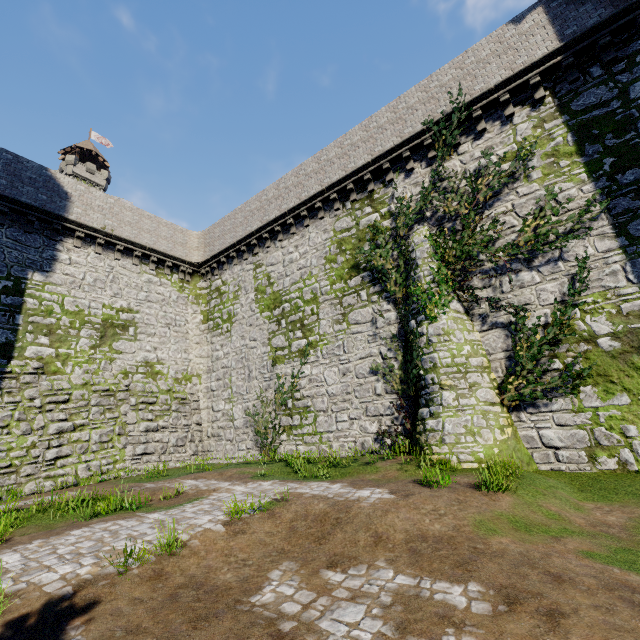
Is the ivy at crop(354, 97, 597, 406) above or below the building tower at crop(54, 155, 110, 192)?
below

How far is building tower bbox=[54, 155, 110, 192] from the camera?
54.53m

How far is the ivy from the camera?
10.05m

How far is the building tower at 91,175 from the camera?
54.53m

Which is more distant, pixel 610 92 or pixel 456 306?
pixel 456 306

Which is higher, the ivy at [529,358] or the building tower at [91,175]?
the building tower at [91,175]

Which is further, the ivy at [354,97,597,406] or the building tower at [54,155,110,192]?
the building tower at [54,155,110,192]
